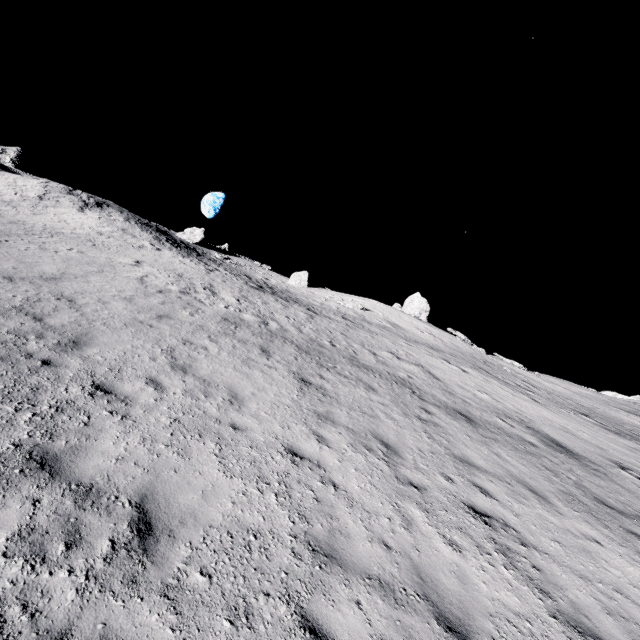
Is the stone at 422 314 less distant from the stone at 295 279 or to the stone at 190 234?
the stone at 295 279

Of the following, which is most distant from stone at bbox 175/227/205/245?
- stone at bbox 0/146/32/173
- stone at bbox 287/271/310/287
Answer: stone at bbox 0/146/32/173

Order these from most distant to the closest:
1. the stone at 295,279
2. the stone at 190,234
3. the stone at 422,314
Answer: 1. the stone at 295,279
2. the stone at 190,234
3. the stone at 422,314

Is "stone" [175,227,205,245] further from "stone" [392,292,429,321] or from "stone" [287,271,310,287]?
"stone" [392,292,429,321]

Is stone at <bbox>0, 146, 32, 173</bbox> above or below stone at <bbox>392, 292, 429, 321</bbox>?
above

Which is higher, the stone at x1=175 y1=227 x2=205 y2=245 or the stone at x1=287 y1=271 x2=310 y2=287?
the stone at x1=175 y1=227 x2=205 y2=245

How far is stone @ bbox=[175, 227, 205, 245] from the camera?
41.3 meters

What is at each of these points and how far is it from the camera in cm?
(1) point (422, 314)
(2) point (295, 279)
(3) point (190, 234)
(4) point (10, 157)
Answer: (1) stone, 3872
(2) stone, 4350
(3) stone, 4212
(4) stone, 3209
